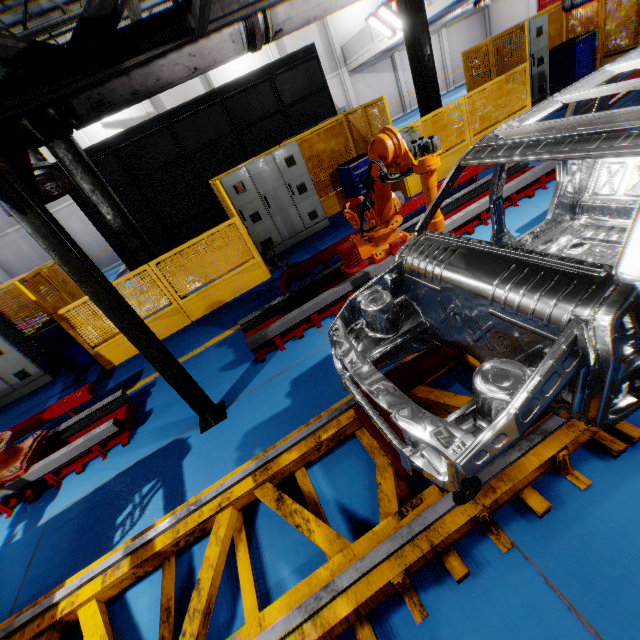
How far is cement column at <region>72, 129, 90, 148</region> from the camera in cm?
1720

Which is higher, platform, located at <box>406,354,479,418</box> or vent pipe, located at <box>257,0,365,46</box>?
vent pipe, located at <box>257,0,365,46</box>

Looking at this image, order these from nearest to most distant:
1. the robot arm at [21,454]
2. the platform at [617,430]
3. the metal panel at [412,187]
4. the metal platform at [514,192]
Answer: the platform at [617,430]
the robot arm at [21,454]
the metal platform at [514,192]
the metal panel at [412,187]

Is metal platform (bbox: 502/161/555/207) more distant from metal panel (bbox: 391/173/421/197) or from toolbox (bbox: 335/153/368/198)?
toolbox (bbox: 335/153/368/198)

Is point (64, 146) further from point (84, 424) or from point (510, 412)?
point (510, 412)

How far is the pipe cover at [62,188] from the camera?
2.79m

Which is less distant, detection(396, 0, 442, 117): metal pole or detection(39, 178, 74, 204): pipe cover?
detection(39, 178, 74, 204): pipe cover

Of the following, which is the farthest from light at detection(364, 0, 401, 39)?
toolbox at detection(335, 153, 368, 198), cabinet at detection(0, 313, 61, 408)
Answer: cabinet at detection(0, 313, 61, 408)
